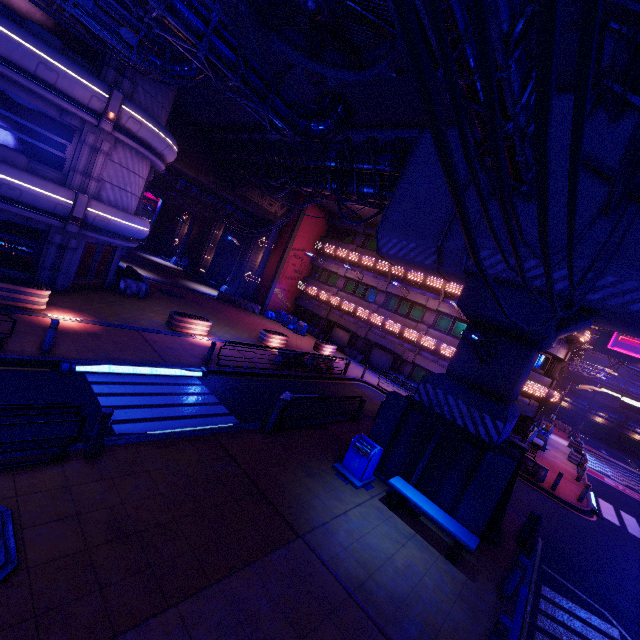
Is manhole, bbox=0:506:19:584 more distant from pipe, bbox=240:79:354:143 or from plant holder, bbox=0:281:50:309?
pipe, bbox=240:79:354:143

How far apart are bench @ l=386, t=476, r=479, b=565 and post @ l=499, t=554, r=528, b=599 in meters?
0.8

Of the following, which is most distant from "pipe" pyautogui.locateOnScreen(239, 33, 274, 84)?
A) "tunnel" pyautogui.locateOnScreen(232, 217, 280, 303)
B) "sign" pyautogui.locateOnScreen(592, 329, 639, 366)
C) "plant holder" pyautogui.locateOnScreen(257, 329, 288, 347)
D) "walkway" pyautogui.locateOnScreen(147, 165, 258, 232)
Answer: "sign" pyautogui.locateOnScreen(592, 329, 639, 366)

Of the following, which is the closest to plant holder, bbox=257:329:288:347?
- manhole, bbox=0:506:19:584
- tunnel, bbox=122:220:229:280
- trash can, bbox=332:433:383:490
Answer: trash can, bbox=332:433:383:490

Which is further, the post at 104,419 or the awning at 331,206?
the awning at 331,206

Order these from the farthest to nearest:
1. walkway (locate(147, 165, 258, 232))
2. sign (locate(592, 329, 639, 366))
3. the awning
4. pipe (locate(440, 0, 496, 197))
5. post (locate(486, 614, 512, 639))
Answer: sign (locate(592, 329, 639, 366)), the awning, walkway (locate(147, 165, 258, 232)), post (locate(486, 614, 512, 639)), pipe (locate(440, 0, 496, 197))

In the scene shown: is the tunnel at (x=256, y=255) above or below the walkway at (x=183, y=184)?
below

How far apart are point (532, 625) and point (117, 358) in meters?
13.9 m
